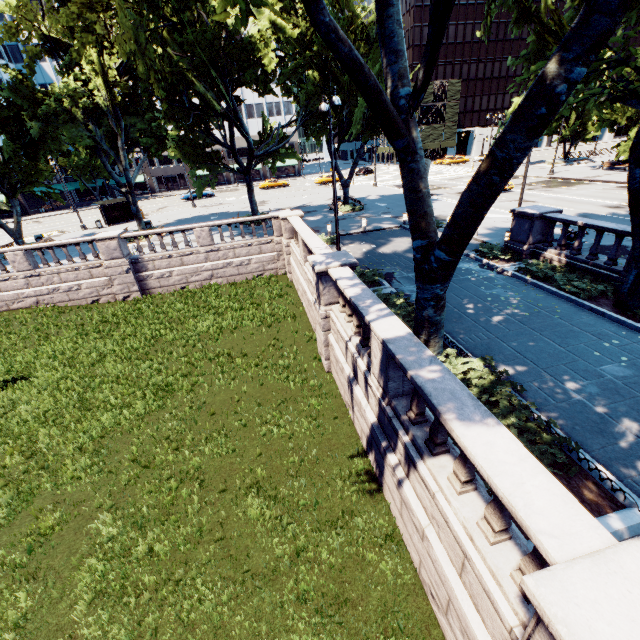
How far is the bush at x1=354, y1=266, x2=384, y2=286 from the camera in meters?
13.9 m

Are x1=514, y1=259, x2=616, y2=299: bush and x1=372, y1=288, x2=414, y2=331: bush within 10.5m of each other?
yes

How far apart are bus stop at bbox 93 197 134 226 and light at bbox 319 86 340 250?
30.24m

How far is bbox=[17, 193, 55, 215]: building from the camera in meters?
51.4

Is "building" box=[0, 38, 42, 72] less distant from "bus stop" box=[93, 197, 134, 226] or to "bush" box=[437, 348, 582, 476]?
"bus stop" box=[93, 197, 134, 226]

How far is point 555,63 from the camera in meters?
4.5 m

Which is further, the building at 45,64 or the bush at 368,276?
the building at 45,64

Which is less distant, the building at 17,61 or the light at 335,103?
the light at 335,103
